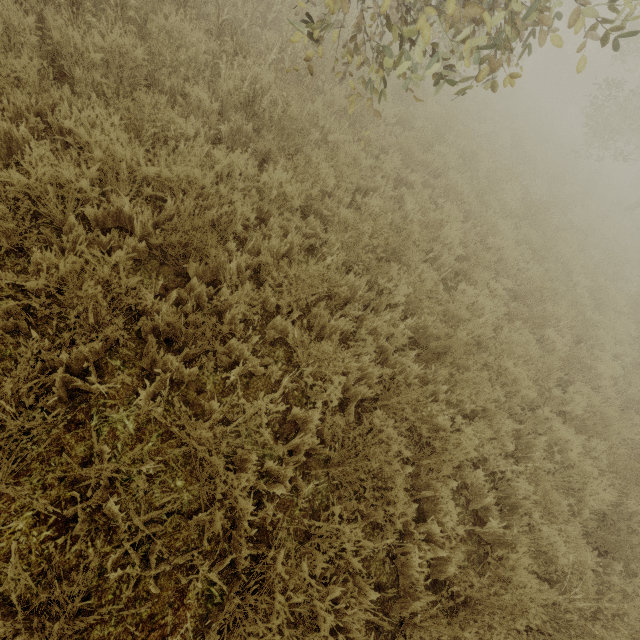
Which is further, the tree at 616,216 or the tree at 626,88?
the tree at 616,216

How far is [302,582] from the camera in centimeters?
244cm

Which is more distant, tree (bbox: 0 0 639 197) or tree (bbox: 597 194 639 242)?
tree (bbox: 597 194 639 242)
